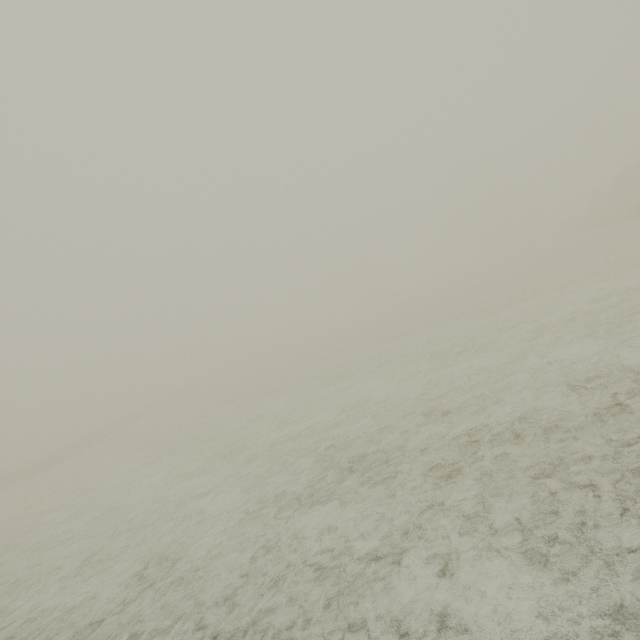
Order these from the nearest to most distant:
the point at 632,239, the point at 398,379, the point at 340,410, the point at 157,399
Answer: the point at 340,410 → the point at 398,379 → the point at 632,239 → the point at 157,399
